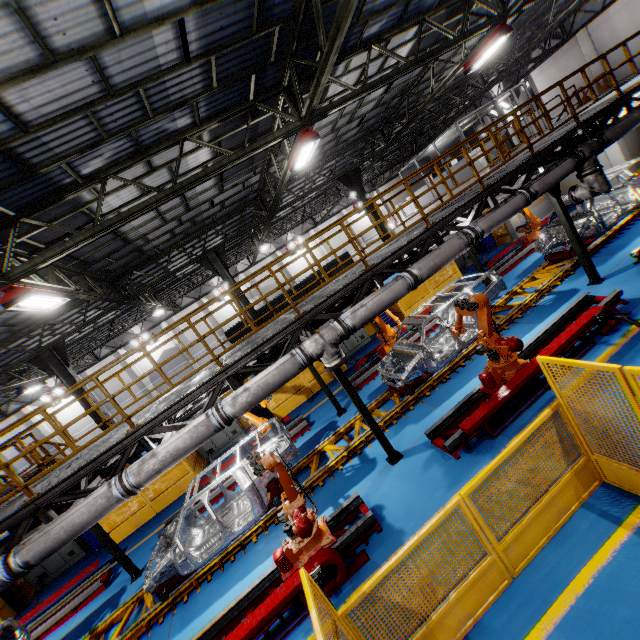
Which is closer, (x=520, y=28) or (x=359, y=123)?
(x=359, y=123)

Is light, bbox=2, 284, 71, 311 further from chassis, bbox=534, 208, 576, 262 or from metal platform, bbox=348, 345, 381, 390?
metal platform, bbox=348, 345, 381, 390

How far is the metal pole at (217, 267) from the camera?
14.64m

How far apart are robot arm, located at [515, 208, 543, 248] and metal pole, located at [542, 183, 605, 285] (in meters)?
4.83

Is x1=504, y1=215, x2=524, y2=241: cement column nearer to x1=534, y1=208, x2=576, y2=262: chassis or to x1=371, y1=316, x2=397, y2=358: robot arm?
x1=534, y1=208, x2=576, y2=262: chassis

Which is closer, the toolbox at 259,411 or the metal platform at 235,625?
the metal platform at 235,625

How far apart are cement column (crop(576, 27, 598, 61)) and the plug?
30.0m

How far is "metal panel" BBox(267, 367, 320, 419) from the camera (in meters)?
14.47
